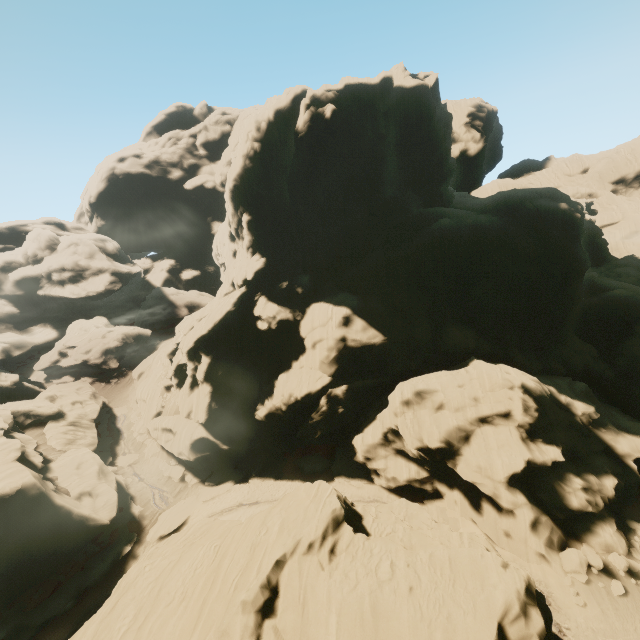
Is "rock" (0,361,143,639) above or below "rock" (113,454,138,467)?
below

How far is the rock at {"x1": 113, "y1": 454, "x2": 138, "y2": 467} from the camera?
41.5m

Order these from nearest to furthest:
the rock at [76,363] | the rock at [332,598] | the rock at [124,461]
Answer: the rock at [332,598] < the rock at [124,461] < the rock at [76,363]

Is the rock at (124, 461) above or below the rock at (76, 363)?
below

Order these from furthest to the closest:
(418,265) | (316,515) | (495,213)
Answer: (495,213) < (418,265) < (316,515)

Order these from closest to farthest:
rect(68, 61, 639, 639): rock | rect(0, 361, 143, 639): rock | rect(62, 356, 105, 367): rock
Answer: rect(68, 61, 639, 639): rock → rect(0, 361, 143, 639): rock → rect(62, 356, 105, 367): rock
